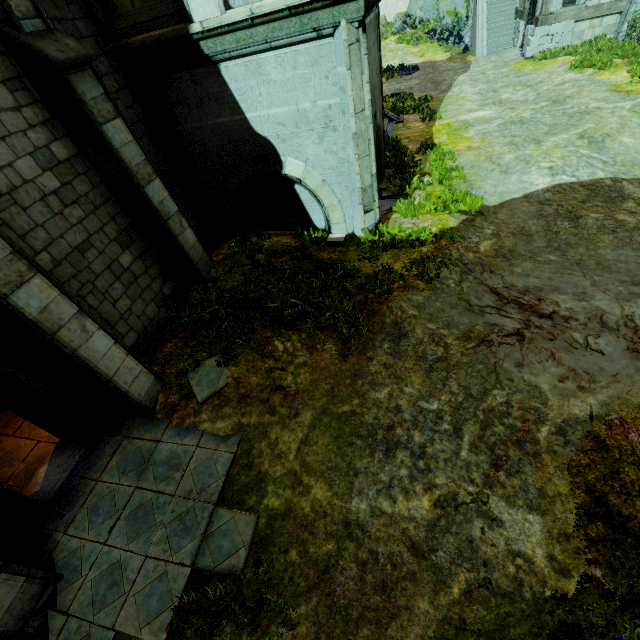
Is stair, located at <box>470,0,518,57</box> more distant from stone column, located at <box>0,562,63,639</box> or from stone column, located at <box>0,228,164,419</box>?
stone column, located at <box>0,562,63,639</box>

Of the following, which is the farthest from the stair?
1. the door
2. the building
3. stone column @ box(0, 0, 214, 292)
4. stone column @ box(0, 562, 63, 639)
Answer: stone column @ box(0, 562, 63, 639)

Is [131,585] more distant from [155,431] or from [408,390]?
[408,390]

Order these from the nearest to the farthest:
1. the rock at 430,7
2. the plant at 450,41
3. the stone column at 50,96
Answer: the stone column at 50,96
the plant at 450,41
the rock at 430,7

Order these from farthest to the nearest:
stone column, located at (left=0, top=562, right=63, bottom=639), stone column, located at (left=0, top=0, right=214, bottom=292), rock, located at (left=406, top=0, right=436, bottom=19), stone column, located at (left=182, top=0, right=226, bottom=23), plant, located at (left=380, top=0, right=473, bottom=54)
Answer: rock, located at (left=406, top=0, right=436, bottom=19) < plant, located at (left=380, top=0, right=473, bottom=54) < stone column, located at (left=182, top=0, right=226, bottom=23) < stone column, located at (left=0, top=0, right=214, bottom=292) < stone column, located at (left=0, top=562, right=63, bottom=639)

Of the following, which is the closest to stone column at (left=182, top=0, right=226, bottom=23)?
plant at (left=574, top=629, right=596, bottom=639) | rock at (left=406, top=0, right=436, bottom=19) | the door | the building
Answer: the door

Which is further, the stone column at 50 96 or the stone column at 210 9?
the stone column at 210 9

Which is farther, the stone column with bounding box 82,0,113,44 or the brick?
the brick
